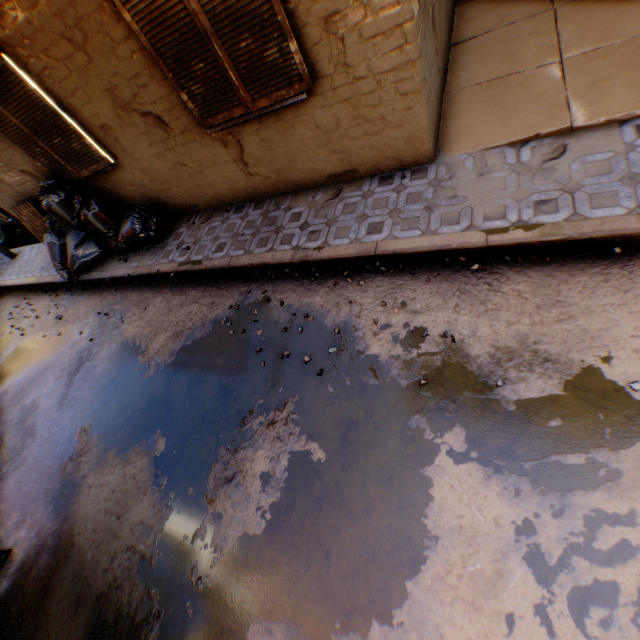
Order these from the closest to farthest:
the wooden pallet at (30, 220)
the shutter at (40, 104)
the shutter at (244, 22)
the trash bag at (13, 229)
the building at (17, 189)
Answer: the shutter at (244, 22) < the shutter at (40, 104) < the building at (17, 189) < the wooden pallet at (30, 220) < the trash bag at (13, 229)

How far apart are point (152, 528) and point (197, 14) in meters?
5.1

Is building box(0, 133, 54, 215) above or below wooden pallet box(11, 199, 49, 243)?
above

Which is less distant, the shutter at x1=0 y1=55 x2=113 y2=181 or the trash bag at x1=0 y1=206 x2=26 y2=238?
the shutter at x1=0 y1=55 x2=113 y2=181

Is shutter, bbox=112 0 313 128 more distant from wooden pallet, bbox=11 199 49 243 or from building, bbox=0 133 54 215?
wooden pallet, bbox=11 199 49 243

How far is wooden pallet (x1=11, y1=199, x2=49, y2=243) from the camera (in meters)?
6.80

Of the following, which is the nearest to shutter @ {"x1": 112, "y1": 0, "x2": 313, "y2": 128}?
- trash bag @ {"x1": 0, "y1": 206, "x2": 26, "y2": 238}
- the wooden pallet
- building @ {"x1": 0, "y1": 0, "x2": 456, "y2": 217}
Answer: building @ {"x1": 0, "y1": 0, "x2": 456, "y2": 217}

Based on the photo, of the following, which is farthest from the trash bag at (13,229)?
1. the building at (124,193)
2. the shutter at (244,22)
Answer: the shutter at (244,22)
